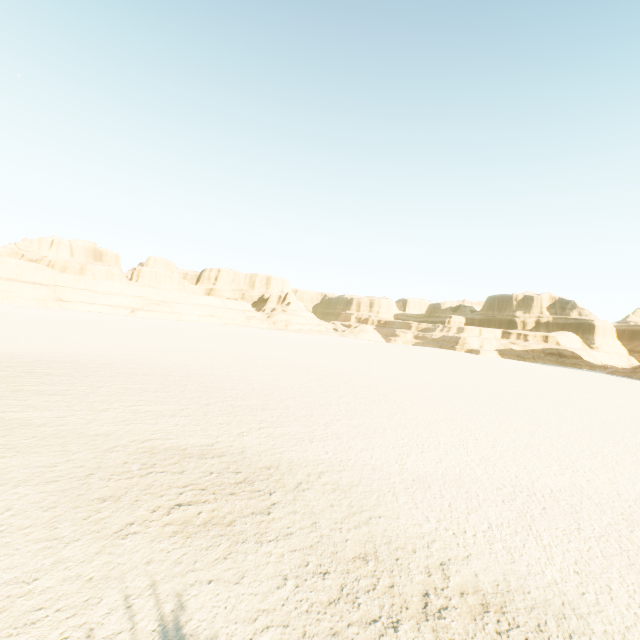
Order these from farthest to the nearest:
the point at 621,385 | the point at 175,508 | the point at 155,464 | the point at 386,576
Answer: the point at 621,385
the point at 155,464
the point at 175,508
the point at 386,576
